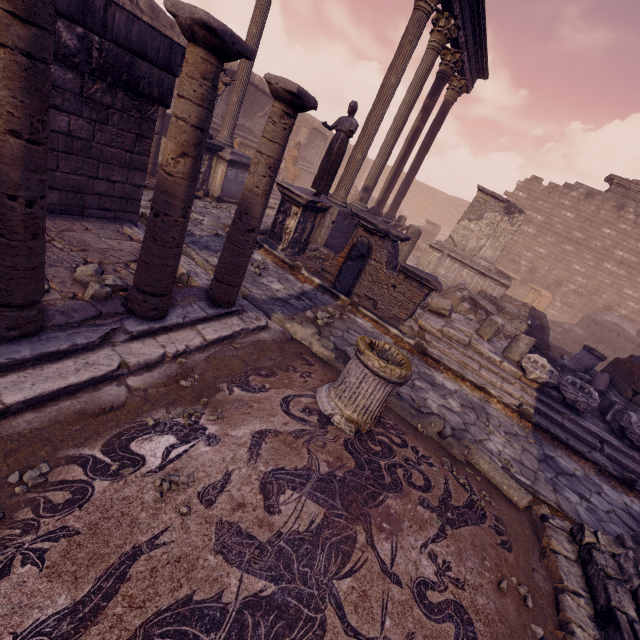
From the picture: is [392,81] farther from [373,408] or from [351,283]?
[373,408]

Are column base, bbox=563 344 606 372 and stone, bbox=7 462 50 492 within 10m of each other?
no

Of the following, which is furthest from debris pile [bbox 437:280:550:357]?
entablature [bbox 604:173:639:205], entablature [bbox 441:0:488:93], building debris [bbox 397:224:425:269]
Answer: entablature [bbox 604:173:639:205]

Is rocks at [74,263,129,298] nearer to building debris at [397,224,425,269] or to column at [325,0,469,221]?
building debris at [397,224,425,269]

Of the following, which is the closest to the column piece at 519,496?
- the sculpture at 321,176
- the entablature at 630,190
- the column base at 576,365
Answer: the sculpture at 321,176

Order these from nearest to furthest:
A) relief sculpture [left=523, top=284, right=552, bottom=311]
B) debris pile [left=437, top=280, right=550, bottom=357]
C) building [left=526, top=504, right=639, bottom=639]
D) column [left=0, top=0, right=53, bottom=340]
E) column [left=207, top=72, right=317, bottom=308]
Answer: column [left=0, top=0, right=53, bottom=340] → building [left=526, top=504, right=639, bottom=639] → column [left=207, top=72, right=317, bottom=308] → debris pile [left=437, top=280, right=550, bottom=357] → relief sculpture [left=523, top=284, right=552, bottom=311]

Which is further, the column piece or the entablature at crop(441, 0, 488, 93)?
the entablature at crop(441, 0, 488, 93)

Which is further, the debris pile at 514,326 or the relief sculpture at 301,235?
the debris pile at 514,326
